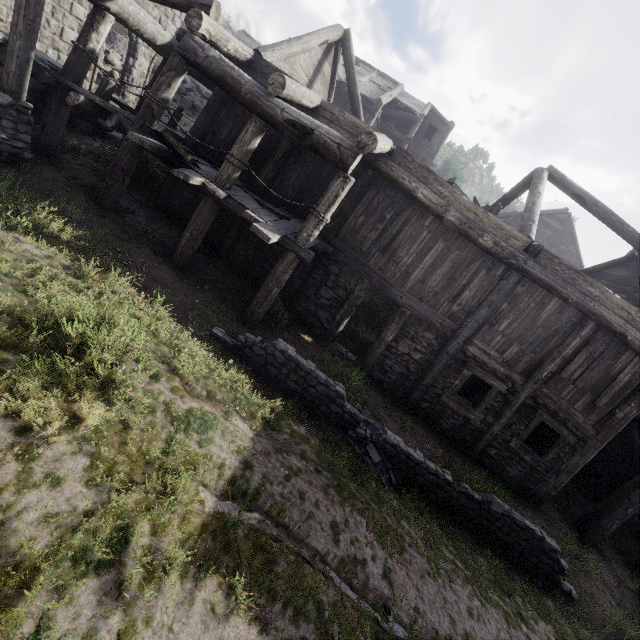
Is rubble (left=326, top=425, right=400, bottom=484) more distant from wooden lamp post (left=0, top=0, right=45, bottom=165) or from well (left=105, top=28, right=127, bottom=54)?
well (left=105, top=28, right=127, bottom=54)

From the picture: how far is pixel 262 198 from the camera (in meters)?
9.33

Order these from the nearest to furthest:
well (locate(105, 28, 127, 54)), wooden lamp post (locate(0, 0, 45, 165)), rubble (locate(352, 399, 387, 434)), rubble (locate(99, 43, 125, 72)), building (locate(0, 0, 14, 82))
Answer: wooden lamp post (locate(0, 0, 45, 165)) < rubble (locate(352, 399, 387, 434)) < building (locate(0, 0, 14, 82)) < rubble (locate(99, 43, 125, 72)) < well (locate(105, 28, 127, 54))

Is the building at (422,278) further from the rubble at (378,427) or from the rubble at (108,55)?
the rubble at (378,427)

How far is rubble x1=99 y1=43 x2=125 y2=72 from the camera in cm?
1630

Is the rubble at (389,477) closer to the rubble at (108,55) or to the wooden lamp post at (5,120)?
the wooden lamp post at (5,120)

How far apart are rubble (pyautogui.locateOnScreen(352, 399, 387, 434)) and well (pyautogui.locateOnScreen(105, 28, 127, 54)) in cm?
2552

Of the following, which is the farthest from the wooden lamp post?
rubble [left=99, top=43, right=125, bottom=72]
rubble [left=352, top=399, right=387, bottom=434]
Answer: rubble [left=99, top=43, right=125, bottom=72]
